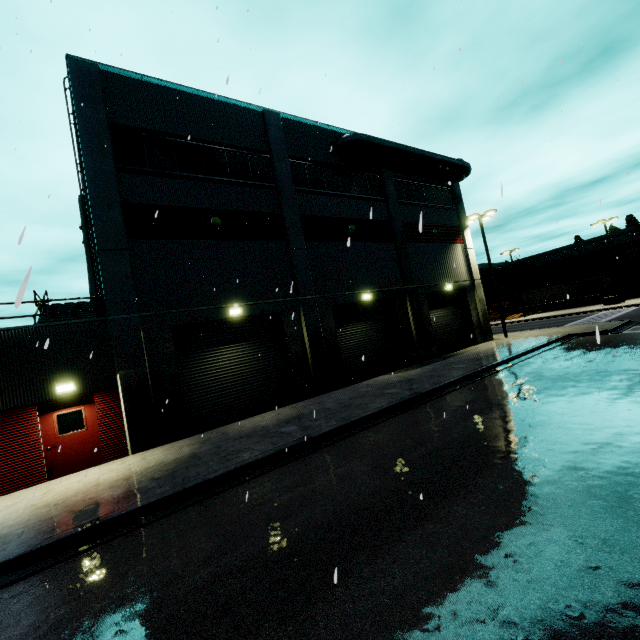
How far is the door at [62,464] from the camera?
10.29m

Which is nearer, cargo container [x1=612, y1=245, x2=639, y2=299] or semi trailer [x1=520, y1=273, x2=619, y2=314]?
semi trailer [x1=520, y1=273, x2=619, y2=314]

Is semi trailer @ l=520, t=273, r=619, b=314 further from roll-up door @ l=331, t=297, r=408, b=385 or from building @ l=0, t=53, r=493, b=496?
roll-up door @ l=331, t=297, r=408, b=385

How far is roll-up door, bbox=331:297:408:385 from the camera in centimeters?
1775cm

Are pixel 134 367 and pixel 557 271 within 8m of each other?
no

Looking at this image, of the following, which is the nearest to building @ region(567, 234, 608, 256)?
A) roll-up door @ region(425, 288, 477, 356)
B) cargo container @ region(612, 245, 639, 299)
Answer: roll-up door @ region(425, 288, 477, 356)

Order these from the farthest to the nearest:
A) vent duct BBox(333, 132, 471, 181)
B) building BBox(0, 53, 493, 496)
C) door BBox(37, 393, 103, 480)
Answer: vent duct BBox(333, 132, 471, 181), building BBox(0, 53, 493, 496), door BBox(37, 393, 103, 480)

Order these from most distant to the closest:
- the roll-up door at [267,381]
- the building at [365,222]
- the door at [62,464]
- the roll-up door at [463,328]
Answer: the roll-up door at [463,328], the roll-up door at [267,381], the building at [365,222], the door at [62,464]
